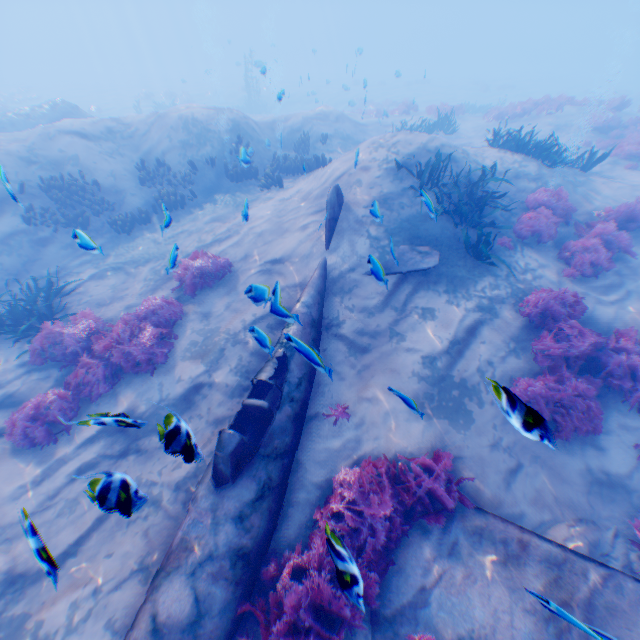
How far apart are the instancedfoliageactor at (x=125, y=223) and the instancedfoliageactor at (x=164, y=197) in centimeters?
122cm

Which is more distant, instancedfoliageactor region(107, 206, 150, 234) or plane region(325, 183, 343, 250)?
instancedfoliageactor region(107, 206, 150, 234)

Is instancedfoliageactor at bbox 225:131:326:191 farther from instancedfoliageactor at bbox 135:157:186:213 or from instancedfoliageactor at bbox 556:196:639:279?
instancedfoliageactor at bbox 556:196:639:279

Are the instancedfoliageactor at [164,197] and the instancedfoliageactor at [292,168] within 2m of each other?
no

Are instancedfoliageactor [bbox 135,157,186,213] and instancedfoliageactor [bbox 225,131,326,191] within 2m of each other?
no

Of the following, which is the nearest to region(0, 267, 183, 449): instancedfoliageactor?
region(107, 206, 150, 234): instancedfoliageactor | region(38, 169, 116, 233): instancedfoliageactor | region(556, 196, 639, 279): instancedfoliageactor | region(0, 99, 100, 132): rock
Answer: region(556, 196, 639, 279): instancedfoliageactor

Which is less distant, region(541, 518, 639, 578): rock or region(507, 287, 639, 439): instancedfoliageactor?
region(541, 518, 639, 578): rock

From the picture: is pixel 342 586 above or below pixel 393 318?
above
